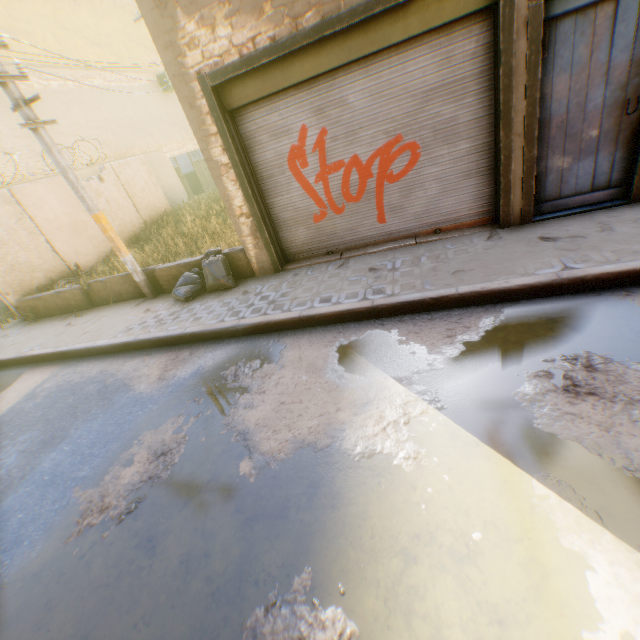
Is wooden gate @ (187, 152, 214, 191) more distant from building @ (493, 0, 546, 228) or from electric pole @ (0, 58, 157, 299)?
electric pole @ (0, 58, 157, 299)

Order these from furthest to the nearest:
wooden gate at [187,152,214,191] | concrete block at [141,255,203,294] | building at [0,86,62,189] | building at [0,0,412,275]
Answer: wooden gate at [187,152,214,191] → building at [0,86,62,189] → concrete block at [141,255,203,294] → building at [0,0,412,275]

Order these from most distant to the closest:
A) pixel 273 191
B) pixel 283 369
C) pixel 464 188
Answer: pixel 273 191 < pixel 464 188 < pixel 283 369

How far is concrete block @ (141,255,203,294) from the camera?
7.0m

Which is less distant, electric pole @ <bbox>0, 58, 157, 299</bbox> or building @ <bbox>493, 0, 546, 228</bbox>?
building @ <bbox>493, 0, 546, 228</bbox>

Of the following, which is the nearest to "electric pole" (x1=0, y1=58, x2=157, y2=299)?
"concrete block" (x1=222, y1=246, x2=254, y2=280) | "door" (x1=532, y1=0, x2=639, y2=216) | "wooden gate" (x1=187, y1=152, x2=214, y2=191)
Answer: "concrete block" (x1=222, y1=246, x2=254, y2=280)

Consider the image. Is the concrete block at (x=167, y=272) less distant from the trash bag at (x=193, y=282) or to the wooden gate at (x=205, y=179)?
the trash bag at (x=193, y=282)

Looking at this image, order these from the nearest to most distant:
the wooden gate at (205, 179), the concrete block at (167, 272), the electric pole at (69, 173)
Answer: the electric pole at (69, 173) → the concrete block at (167, 272) → the wooden gate at (205, 179)
